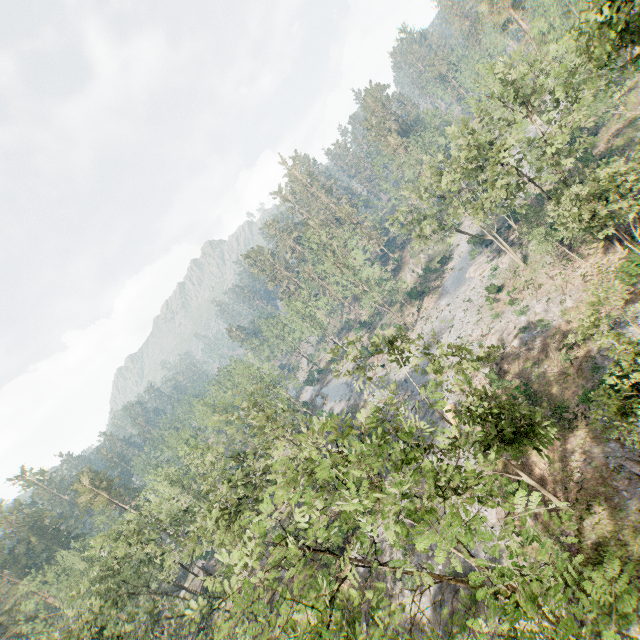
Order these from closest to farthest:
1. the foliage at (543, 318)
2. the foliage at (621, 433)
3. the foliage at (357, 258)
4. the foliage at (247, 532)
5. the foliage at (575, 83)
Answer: the foliage at (247, 532) < the foliage at (621, 433) < the foliage at (575, 83) < the foliage at (543, 318) < the foliage at (357, 258)

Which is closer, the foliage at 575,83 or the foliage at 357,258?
the foliage at 575,83

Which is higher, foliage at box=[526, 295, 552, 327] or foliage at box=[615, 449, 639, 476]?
foliage at box=[615, 449, 639, 476]

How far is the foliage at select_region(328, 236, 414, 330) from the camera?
48.91m

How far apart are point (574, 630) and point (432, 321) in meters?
43.9

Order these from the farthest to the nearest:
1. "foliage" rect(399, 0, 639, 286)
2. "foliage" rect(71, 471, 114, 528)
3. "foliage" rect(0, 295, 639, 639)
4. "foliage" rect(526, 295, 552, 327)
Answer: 1. "foliage" rect(71, 471, 114, 528)
2. "foliage" rect(526, 295, 552, 327)
3. "foliage" rect(399, 0, 639, 286)
4. "foliage" rect(0, 295, 639, 639)

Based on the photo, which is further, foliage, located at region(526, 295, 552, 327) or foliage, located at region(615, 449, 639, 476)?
foliage, located at region(526, 295, 552, 327)
